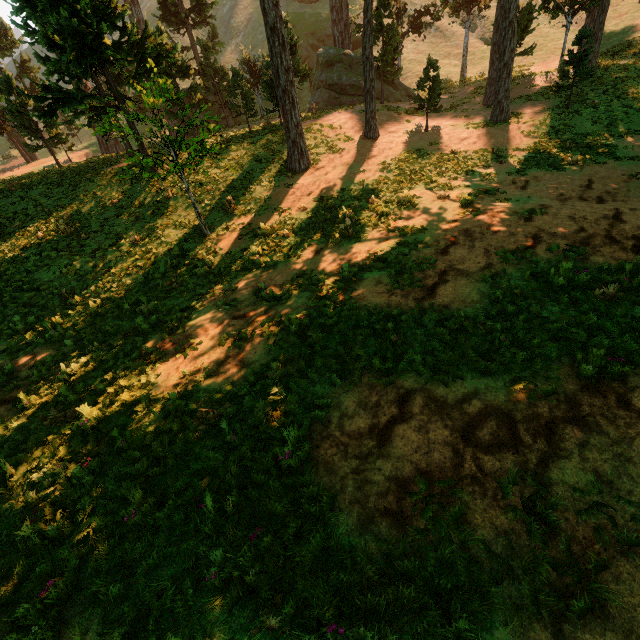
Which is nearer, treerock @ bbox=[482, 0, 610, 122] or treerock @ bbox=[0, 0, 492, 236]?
treerock @ bbox=[0, 0, 492, 236]

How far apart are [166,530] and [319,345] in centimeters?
416cm

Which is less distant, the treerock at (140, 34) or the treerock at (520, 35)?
the treerock at (140, 34)
